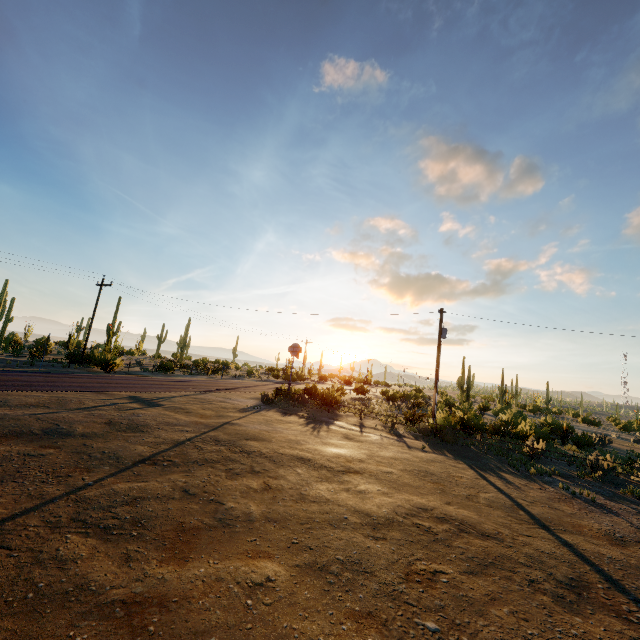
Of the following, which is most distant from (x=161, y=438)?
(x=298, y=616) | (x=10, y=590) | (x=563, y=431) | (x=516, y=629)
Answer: (x=563, y=431)

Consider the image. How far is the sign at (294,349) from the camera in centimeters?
2688cm

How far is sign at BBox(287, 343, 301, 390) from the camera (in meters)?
26.88
